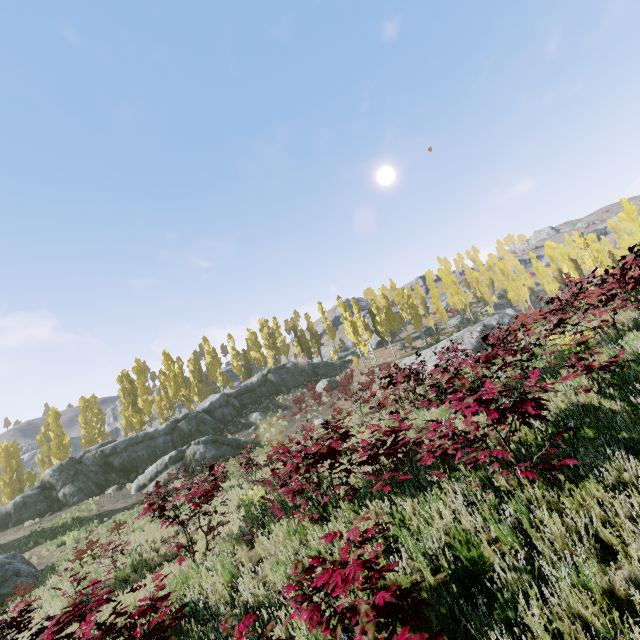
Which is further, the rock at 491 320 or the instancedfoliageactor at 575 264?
the rock at 491 320

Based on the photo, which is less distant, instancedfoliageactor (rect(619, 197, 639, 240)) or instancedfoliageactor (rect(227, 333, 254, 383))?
instancedfoliageactor (rect(619, 197, 639, 240))

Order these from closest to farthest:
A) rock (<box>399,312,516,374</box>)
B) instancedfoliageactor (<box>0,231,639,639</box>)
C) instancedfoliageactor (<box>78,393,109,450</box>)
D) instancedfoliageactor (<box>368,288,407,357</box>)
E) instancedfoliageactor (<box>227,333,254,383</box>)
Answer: instancedfoliageactor (<box>0,231,639,639</box>) < rock (<box>399,312,516,374</box>) < instancedfoliageactor (<box>78,393,109,450</box>) < instancedfoliageactor (<box>368,288,407,357</box>) < instancedfoliageactor (<box>227,333,254,383</box>)

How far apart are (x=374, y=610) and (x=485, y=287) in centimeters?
6511cm

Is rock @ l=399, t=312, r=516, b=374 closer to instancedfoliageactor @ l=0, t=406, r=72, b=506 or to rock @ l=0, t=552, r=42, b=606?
instancedfoliageactor @ l=0, t=406, r=72, b=506

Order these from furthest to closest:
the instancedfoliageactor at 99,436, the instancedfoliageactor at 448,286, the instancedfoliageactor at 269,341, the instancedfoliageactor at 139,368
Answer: the instancedfoliageactor at 448,286
the instancedfoliageactor at 269,341
the instancedfoliageactor at 139,368
the instancedfoliageactor at 99,436
